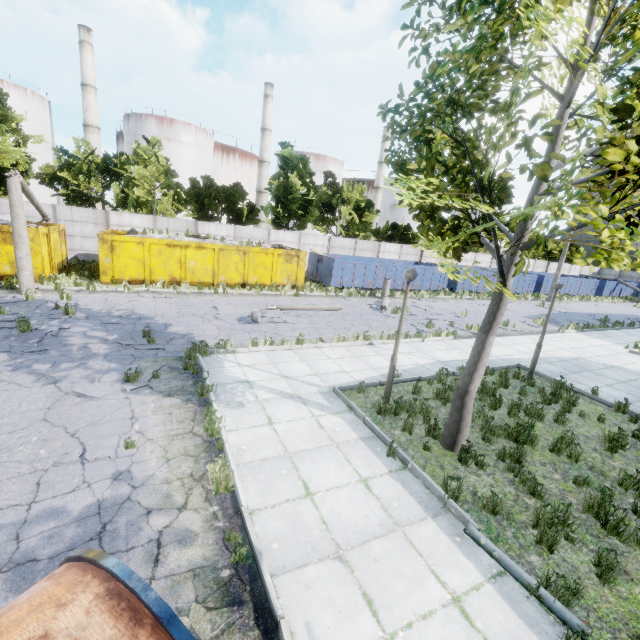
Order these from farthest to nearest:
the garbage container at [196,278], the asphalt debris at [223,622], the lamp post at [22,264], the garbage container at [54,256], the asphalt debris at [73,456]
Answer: the garbage container at [196,278] → the garbage container at [54,256] → the lamp post at [22,264] → the asphalt debris at [73,456] → the asphalt debris at [223,622]

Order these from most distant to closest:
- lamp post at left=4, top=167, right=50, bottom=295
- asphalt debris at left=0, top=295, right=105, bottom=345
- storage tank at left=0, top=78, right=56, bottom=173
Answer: storage tank at left=0, top=78, right=56, bottom=173 < lamp post at left=4, top=167, right=50, bottom=295 < asphalt debris at left=0, top=295, right=105, bottom=345

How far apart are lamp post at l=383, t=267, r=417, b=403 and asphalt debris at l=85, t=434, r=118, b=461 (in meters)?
5.68

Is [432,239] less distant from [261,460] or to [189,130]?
[261,460]

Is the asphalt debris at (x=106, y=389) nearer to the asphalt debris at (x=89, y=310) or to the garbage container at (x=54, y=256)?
the asphalt debris at (x=89, y=310)

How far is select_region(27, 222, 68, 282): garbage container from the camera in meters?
15.4

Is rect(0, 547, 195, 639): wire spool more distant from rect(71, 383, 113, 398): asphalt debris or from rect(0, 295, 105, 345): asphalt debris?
rect(0, 295, 105, 345): asphalt debris

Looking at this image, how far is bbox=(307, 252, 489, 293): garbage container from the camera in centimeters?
2366cm
